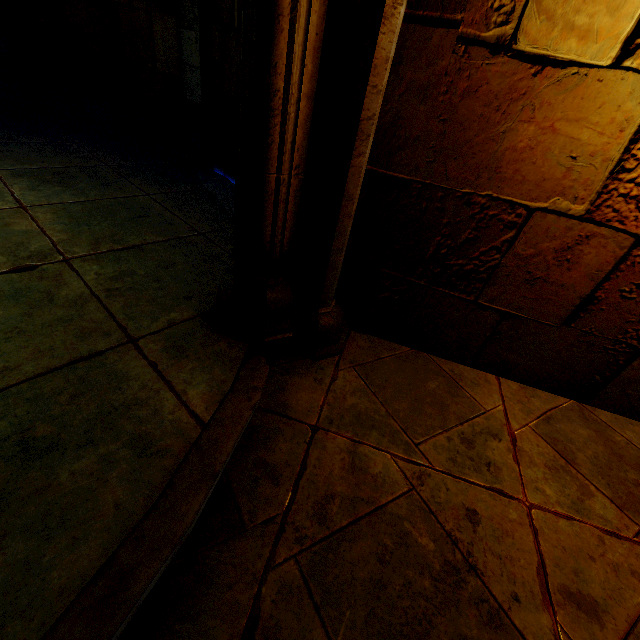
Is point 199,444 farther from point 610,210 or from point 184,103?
point 184,103
